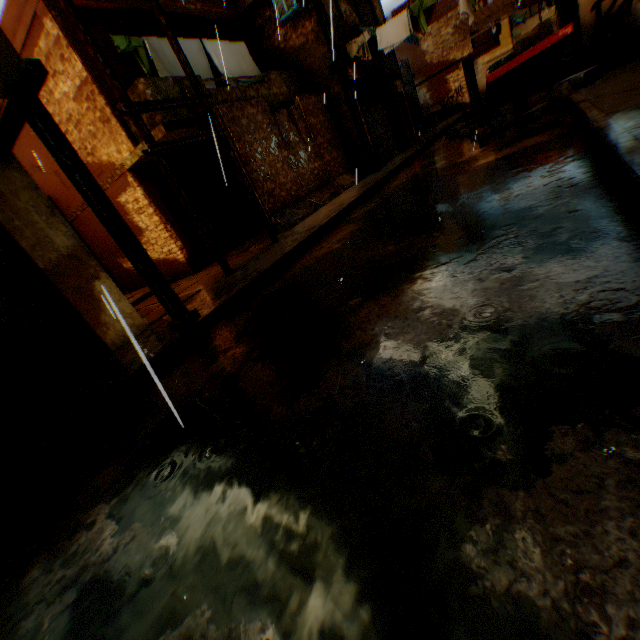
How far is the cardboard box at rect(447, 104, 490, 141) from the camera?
11.1m

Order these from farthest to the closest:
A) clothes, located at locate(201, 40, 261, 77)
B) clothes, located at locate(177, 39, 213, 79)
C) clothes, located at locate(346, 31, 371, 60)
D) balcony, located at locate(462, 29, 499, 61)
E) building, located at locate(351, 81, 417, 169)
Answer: balcony, located at locate(462, 29, 499, 61) → building, located at locate(351, 81, 417, 169) → clothes, located at locate(346, 31, 371, 60) → clothes, located at locate(201, 40, 261, 77) → clothes, located at locate(177, 39, 213, 79)

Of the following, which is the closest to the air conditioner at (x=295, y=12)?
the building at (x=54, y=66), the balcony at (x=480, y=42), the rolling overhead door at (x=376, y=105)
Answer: the building at (x=54, y=66)

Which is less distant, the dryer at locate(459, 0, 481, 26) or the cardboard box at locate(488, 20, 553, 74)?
the cardboard box at locate(488, 20, 553, 74)

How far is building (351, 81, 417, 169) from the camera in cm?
1248

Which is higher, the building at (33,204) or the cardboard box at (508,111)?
the building at (33,204)

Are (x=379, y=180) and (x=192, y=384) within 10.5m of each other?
yes

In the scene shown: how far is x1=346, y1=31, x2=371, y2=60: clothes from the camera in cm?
1106
